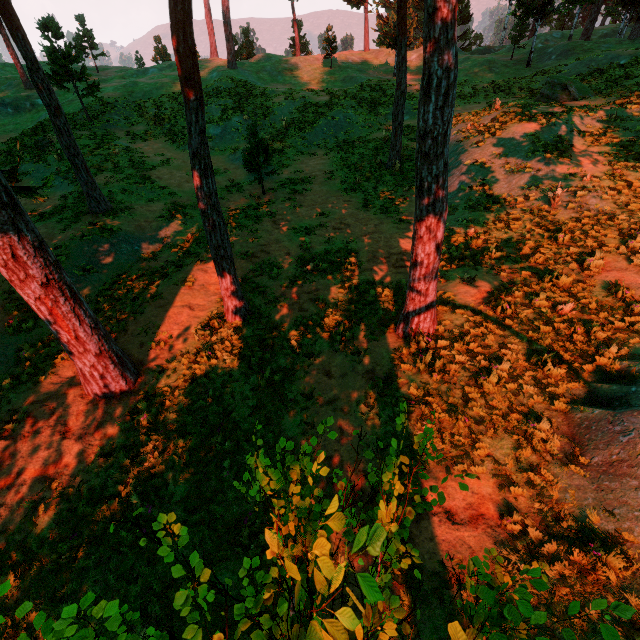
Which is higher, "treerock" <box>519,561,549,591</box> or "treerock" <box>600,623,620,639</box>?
"treerock" <box>600,623,620,639</box>

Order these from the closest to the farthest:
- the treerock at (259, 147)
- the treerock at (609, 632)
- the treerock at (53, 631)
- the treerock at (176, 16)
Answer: the treerock at (609, 632), the treerock at (53, 631), the treerock at (176, 16), the treerock at (259, 147)

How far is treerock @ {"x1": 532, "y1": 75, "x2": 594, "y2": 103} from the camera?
19.9 meters

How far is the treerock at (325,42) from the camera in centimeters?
3391cm

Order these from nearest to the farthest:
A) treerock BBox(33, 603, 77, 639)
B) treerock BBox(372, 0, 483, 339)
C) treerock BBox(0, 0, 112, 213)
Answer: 1. treerock BBox(33, 603, 77, 639)
2. treerock BBox(372, 0, 483, 339)
3. treerock BBox(0, 0, 112, 213)

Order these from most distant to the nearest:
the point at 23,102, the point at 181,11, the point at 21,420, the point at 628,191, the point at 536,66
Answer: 1. the point at 23,102
2. the point at 536,66
3. the point at 628,191
4. the point at 21,420
5. the point at 181,11

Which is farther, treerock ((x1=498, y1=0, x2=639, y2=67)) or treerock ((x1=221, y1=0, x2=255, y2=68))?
treerock ((x1=221, y1=0, x2=255, y2=68))
